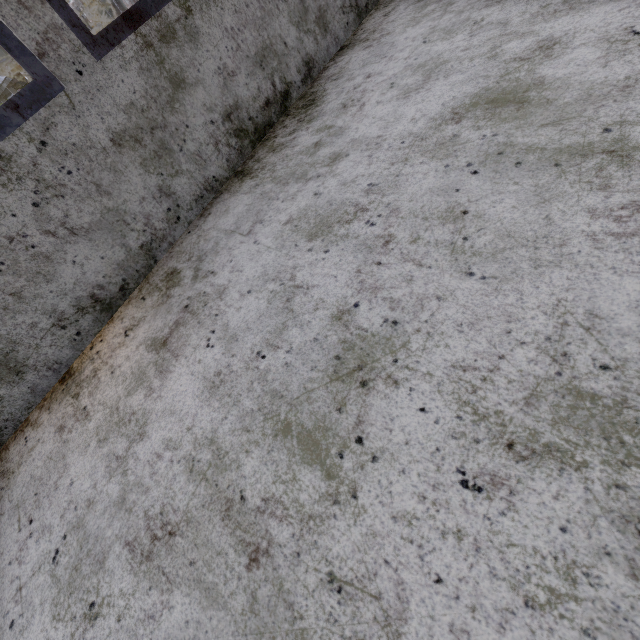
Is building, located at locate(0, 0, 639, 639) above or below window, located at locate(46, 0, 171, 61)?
below

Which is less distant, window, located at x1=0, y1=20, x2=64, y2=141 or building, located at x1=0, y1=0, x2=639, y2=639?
building, located at x1=0, y1=0, x2=639, y2=639

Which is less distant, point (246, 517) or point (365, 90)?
point (246, 517)

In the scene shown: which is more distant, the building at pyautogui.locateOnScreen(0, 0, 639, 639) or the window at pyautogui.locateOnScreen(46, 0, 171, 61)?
the window at pyautogui.locateOnScreen(46, 0, 171, 61)

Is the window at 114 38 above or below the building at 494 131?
above

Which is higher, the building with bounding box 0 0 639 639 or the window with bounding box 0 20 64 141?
the window with bounding box 0 20 64 141

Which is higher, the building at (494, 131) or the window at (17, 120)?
the window at (17, 120)
